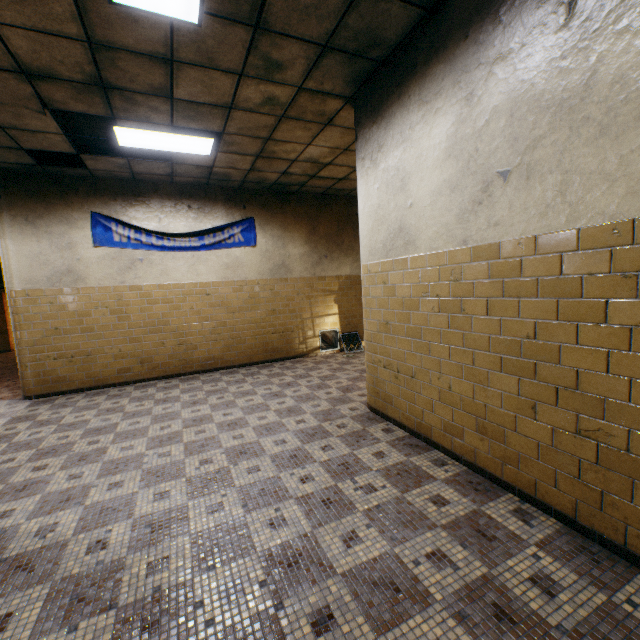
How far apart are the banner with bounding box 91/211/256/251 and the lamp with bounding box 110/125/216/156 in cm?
167

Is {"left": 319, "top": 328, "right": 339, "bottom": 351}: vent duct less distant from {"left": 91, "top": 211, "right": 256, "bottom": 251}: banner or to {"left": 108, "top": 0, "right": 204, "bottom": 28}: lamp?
{"left": 91, "top": 211, "right": 256, "bottom": 251}: banner

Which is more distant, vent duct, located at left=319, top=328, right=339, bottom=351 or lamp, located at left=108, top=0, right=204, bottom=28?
vent duct, located at left=319, top=328, right=339, bottom=351

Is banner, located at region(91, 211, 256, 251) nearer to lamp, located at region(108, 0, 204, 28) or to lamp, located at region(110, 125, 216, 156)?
lamp, located at region(110, 125, 216, 156)

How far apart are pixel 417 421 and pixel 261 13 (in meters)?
4.06

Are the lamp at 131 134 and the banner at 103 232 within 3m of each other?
yes

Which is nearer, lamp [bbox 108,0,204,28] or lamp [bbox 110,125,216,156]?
lamp [bbox 108,0,204,28]

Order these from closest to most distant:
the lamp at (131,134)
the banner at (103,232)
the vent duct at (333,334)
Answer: the lamp at (131,134), the banner at (103,232), the vent duct at (333,334)
